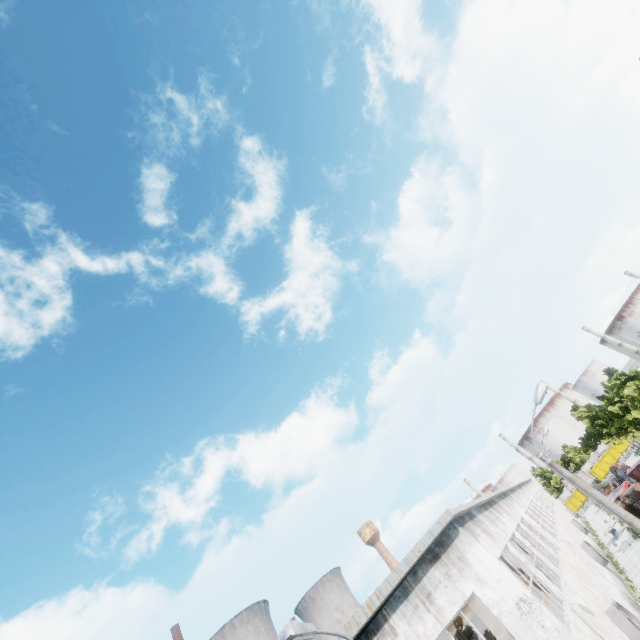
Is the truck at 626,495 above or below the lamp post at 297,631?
below

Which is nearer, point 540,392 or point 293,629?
point 293,629

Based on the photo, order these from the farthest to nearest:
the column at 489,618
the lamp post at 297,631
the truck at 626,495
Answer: the truck at 626,495 < the column at 489,618 < the lamp post at 297,631

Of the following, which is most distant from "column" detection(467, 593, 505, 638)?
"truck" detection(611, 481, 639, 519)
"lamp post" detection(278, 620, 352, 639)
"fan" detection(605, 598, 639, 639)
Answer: "truck" detection(611, 481, 639, 519)

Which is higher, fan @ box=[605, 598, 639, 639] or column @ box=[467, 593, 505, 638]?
column @ box=[467, 593, 505, 638]

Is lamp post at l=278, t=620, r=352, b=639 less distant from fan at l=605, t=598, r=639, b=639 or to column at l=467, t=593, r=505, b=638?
column at l=467, t=593, r=505, b=638

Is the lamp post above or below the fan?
above
